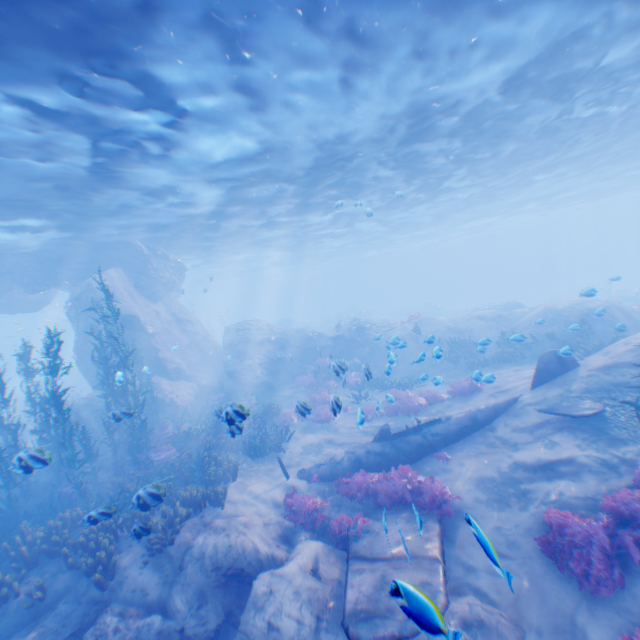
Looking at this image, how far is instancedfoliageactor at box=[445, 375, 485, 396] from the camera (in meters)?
13.84

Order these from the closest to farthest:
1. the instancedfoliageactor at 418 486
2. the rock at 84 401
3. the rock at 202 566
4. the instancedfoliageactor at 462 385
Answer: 1. the rock at 202 566
2. the instancedfoliageactor at 418 486
3. the instancedfoliageactor at 462 385
4. the rock at 84 401

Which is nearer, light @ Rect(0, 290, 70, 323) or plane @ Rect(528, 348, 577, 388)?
plane @ Rect(528, 348, 577, 388)

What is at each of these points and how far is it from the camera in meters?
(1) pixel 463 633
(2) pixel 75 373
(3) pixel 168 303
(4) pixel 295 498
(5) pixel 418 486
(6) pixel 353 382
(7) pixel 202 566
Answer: (1) rock, 5.8
(2) plane, 34.6
(3) rock, 25.0
(4) instancedfoliageactor, 9.6
(5) instancedfoliageactor, 8.7
(6) instancedfoliageactor, 20.6
(7) rock, 8.0

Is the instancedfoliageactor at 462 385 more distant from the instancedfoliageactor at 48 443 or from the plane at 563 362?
the plane at 563 362

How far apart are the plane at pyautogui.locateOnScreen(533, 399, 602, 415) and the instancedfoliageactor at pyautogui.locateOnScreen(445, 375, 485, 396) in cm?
338

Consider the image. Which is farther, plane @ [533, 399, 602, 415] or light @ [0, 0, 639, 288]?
plane @ [533, 399, 602, 415]

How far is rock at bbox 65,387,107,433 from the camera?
18.03m
